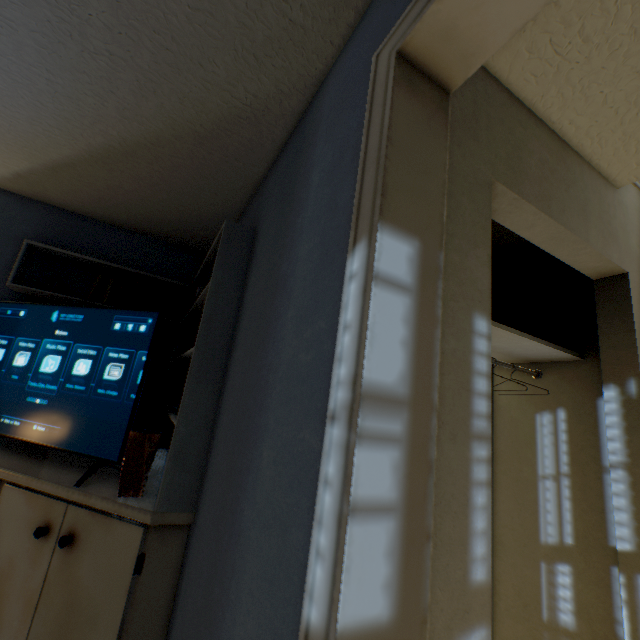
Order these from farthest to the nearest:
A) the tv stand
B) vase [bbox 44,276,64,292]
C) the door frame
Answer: vase [bbox 44,276,64,292], the tv stand, the door frame

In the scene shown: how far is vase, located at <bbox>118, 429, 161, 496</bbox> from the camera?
1.3 meters

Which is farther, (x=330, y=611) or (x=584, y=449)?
(x=584, y=449)

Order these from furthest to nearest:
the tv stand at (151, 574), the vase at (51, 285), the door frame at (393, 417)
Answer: the vase at (51, 285), the tv stand at (151, 574), the door frame at (393, 417)

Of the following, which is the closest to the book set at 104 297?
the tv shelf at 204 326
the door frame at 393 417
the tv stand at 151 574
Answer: the tv shelf at 204 326

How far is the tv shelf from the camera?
1.2 meters

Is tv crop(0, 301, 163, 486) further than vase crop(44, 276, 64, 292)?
No

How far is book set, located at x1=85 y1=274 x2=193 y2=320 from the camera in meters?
2.2 m
